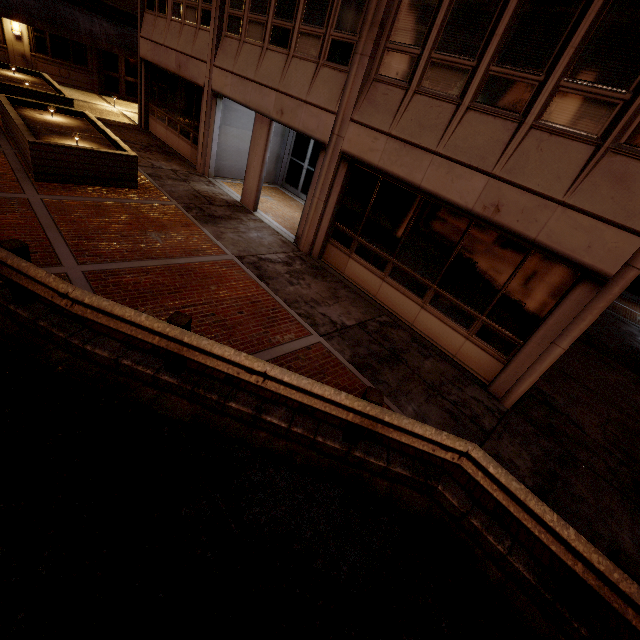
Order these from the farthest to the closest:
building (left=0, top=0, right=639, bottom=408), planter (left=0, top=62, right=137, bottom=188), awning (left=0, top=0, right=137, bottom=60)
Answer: awning (left=0, top=0, right=137, bottom=60) → planter (left=0, top=62, right=137, bottom=188) → building (left=0, top=0, right=639, bottom=408)

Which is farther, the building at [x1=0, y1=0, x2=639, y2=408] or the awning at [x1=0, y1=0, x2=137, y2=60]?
the awning at [x1=0, y1=0, x2=137, y2=60]

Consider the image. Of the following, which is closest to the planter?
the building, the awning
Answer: the building

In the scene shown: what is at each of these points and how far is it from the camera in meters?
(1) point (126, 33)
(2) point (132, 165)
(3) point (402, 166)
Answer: (1) awning, 18.9
(2) planter, 9.7
(3) building, 7.3

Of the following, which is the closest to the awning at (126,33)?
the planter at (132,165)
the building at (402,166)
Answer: the building at (402,166)

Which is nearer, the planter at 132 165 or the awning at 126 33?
the planter at 132 165

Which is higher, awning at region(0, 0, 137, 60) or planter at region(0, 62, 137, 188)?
awning at region(0, 0, 137, 60)

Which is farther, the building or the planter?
the planter
